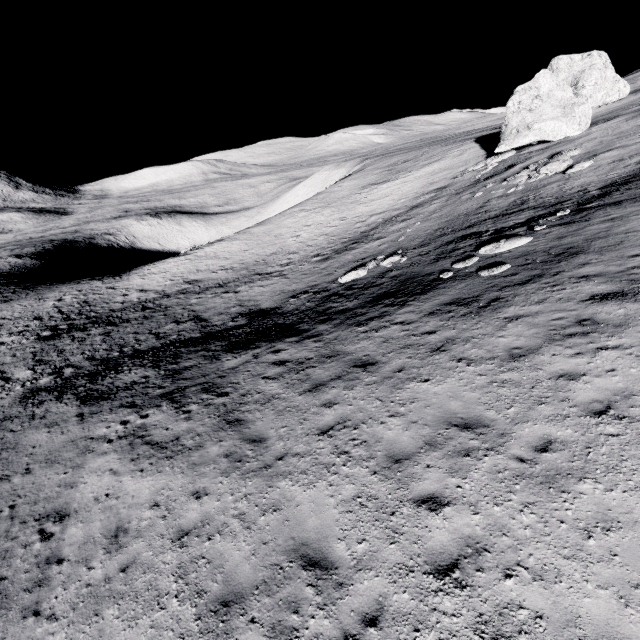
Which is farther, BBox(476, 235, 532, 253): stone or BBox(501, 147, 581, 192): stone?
BBox(501, 147, 581, 192): stone

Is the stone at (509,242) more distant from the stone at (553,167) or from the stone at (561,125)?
the stone at (561,125)

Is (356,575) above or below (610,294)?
below

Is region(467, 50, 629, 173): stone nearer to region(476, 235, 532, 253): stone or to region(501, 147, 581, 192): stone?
region(501, 147, 581, 192): stone

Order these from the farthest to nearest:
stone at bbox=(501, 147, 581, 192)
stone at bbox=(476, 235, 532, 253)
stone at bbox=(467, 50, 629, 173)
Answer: stone at bbox=(467, 50, 629, 173) < stone at bbox=(501, 147, 581, 192) < stone at bbox=(476, 235, 532, 253)

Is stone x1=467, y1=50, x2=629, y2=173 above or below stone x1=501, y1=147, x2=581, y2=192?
above

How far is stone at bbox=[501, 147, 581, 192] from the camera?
20.83m
